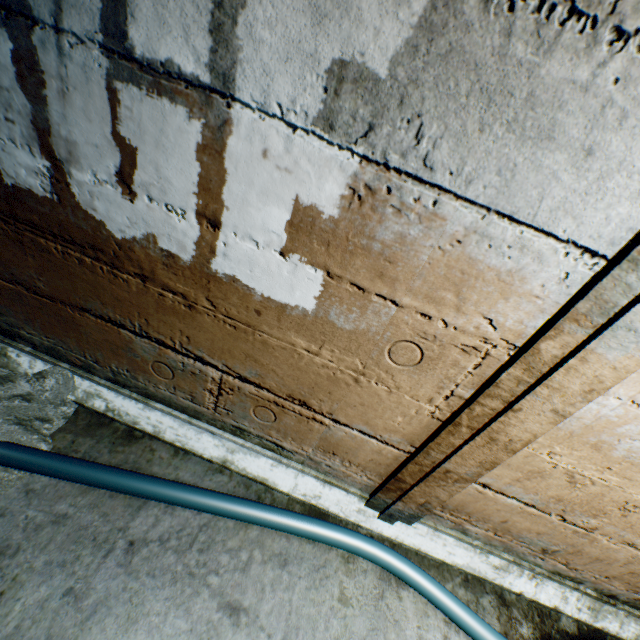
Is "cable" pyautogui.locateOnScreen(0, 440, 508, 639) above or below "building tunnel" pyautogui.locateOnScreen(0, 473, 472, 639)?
above

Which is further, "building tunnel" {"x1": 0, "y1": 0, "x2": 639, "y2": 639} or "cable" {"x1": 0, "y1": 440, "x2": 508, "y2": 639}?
"cable" {"x1": 0, "y1": 440, "x2": 508, "y2": 639}

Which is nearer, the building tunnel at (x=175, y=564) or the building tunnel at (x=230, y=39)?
the building tunnel at (x=230, y=39)

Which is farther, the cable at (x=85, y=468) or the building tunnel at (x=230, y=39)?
the cable at (x=85, y=468)

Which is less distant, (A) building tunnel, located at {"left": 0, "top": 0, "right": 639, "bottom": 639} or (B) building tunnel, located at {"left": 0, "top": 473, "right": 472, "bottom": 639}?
(A) building tunnel, located at {"left": 0, "top": 0, "right": 639, "bottom": 639}

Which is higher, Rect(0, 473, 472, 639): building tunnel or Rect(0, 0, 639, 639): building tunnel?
Rect(0, 0, 639, 639): building tunnel

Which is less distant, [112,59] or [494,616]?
[112,59]
